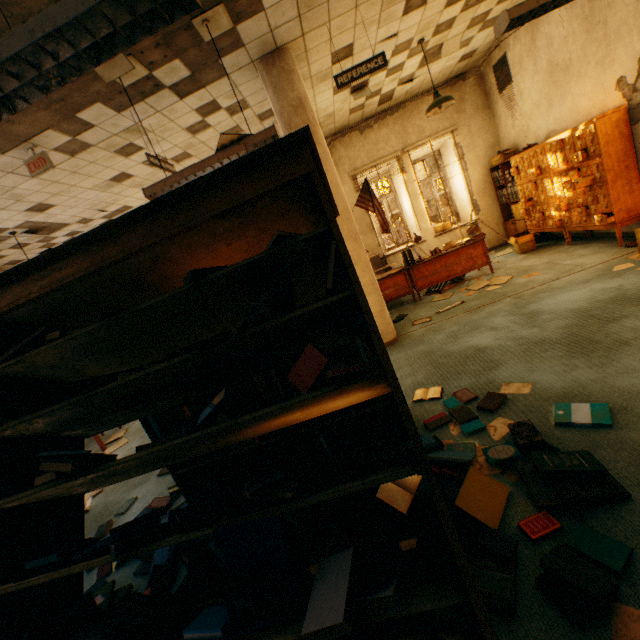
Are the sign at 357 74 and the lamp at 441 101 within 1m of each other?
no

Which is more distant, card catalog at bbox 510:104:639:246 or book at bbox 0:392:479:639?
card catalog at bbox 510:104:639:246

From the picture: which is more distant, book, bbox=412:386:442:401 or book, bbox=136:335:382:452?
book, bbox=412:386:442:401

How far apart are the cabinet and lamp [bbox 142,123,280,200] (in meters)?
4.60

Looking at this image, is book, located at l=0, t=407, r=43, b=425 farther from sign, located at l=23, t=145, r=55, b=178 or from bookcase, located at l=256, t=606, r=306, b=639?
sign, located at l=23, t=145, r=55, b=178

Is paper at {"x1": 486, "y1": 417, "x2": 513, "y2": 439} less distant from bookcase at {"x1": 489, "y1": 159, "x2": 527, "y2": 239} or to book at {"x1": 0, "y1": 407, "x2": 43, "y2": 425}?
book at {"x1": 0, "y1": 407, "x2": 43, "y2": 425}

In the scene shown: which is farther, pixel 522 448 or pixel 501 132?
pixel 501 132

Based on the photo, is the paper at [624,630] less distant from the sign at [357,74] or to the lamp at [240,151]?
the lamp at [240,151]
